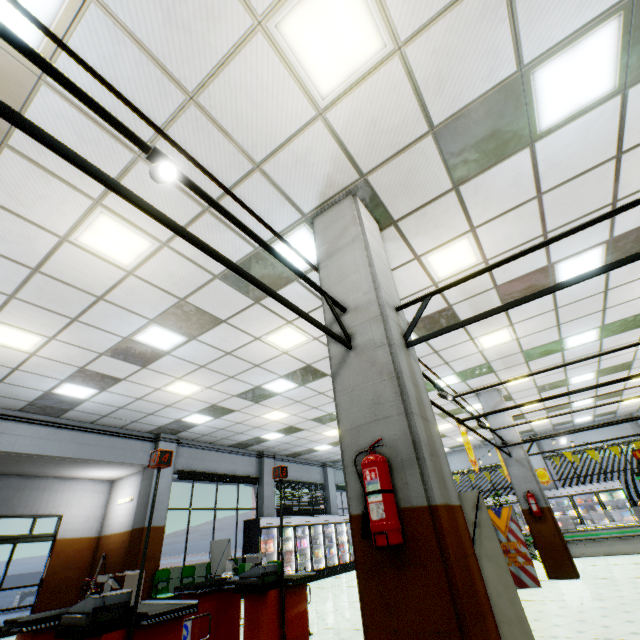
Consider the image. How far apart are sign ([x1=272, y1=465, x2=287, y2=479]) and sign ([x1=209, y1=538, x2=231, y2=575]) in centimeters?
477cm

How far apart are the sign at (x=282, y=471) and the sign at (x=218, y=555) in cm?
477

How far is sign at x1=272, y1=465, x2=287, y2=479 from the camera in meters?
5.5 m

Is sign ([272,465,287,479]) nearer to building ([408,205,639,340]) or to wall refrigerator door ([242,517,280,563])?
building ([408,205,639,340])

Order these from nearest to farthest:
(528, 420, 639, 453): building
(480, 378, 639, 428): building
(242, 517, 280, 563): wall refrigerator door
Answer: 1. (480, 378, 639, 428): building
2. (242, 517, 280, 563): wall refrigerator door
3. (528, 420, 639, 453): building

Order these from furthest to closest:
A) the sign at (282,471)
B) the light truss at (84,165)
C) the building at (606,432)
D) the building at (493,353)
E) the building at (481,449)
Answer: the building at (481,449) → the building at (606,432) → the sign at (282,471) → the building at (493,353) → the light truss at (84,165)

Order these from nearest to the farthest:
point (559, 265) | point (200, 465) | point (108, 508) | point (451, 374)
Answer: point (559, 265), point (451, 374), point (108, 508), point (200, 465)

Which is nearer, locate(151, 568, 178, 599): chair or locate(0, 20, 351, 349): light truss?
locate(0, 20, 351, 349): light truss
